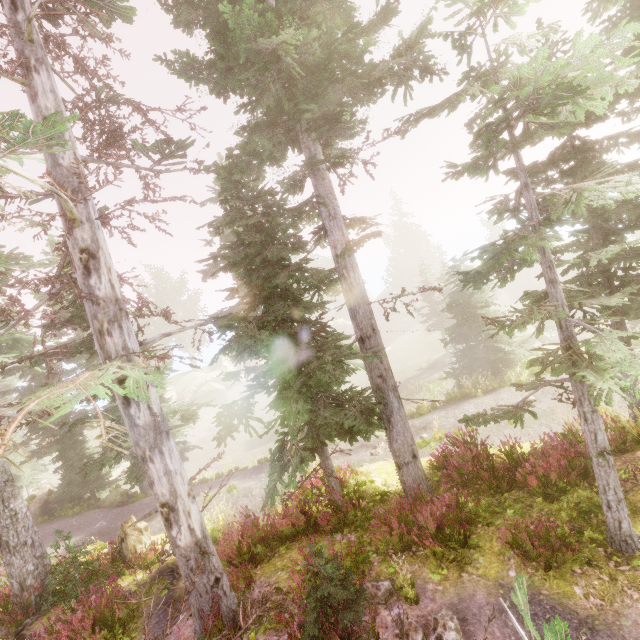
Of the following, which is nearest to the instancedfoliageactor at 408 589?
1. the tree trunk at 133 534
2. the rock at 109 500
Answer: the rock at 109 500

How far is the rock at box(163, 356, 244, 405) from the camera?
50.7 meters

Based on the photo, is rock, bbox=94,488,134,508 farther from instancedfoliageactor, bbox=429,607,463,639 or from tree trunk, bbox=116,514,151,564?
tree trunk, bbox=116,514,151,564

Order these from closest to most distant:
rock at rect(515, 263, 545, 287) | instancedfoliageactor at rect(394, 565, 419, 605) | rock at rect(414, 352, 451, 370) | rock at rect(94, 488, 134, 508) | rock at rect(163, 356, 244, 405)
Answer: instancedfoliageactor at rect(394, 565, 419, 605) → rock at rect(94, 488, 134, 508) → rock at rect(414, 352, 451, 370) → rock at rect(515, 263, 545, 287) → rock at rect(163, 356, 244, 405)

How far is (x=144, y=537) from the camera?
11.08m

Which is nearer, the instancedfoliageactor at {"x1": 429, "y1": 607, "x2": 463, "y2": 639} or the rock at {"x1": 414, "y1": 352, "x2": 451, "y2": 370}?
the instancedfoliageactor at {"x1": 429, "y1": 607, "x2": 463, "y2": 639}

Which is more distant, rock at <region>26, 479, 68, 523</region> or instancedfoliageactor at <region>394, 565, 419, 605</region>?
rock at <region>26, 479, 68, 523</region>
